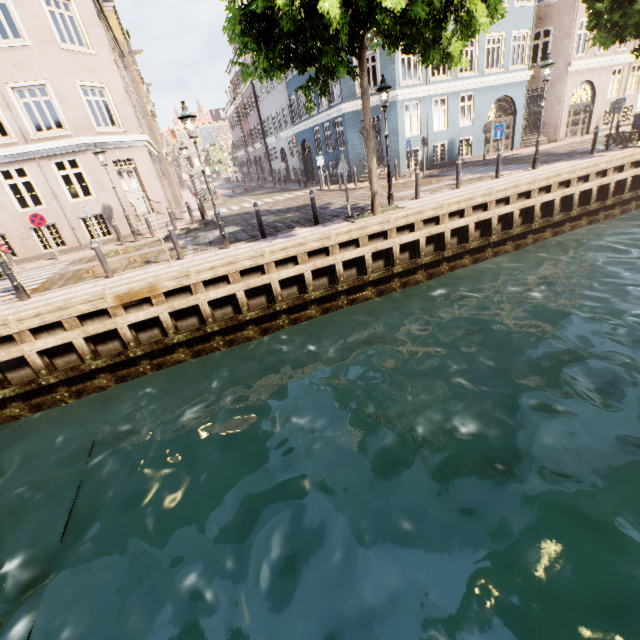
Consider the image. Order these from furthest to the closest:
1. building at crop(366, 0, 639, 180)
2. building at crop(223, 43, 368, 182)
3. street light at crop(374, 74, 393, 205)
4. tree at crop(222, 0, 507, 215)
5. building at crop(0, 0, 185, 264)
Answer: building at crop(223, 43, 368, 182) → building at crop(366, 0, 639, 180) → building at crop(0, 0, 185, 264) → street light at crop(374, 74, 393, 205) → tree at crop(222, 0, 507, 215)

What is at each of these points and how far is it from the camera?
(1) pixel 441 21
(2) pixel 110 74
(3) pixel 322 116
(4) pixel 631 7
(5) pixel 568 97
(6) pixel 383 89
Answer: (1) tree, 7.5m
(2) building, 14.9m
(3) building, 21.8m
(4) tree, 11.5m
(5) building, 21.2m
(6) street light, 9.9m

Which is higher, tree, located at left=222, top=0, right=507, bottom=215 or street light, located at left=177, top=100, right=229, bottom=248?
tree, located at left=222, top=0, right=507, bottom=215

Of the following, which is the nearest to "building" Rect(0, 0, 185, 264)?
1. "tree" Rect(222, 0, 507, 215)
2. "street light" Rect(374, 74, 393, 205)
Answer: "tree" Rect(222, 0, 507, 215)

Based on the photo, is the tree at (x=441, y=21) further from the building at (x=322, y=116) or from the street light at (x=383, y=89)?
the building at (x=322, y=116)

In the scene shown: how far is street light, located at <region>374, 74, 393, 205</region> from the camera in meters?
9.9 m

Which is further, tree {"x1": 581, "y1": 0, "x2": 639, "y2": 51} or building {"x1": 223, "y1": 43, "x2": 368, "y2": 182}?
building {"x1": 223, "y1": 43, "x2": 368, "y2": 182}

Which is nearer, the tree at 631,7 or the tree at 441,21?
the tree at 441,21
